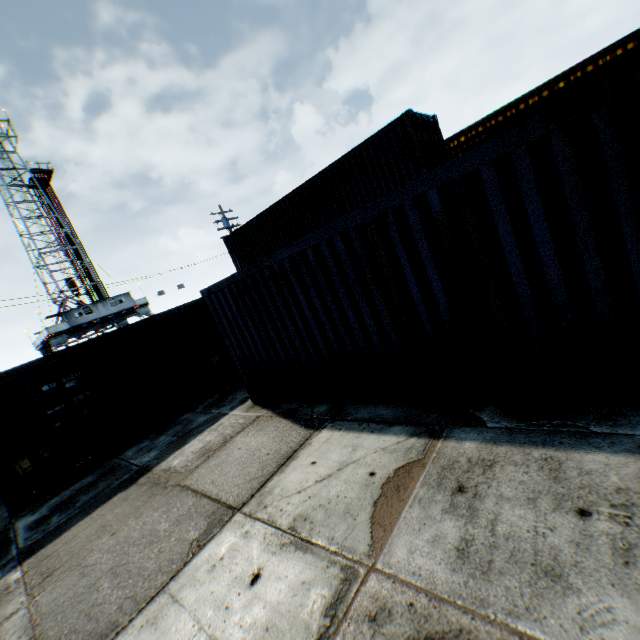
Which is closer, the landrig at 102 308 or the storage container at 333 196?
the storage container at 333 196

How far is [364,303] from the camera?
4.91m

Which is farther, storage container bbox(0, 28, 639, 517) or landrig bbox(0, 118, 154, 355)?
landrig bbox(0, 118, 154, 355)

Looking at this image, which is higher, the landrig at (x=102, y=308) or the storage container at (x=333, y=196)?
the landrig at (x=102, y=308)

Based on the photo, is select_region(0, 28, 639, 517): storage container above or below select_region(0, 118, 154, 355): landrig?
below
